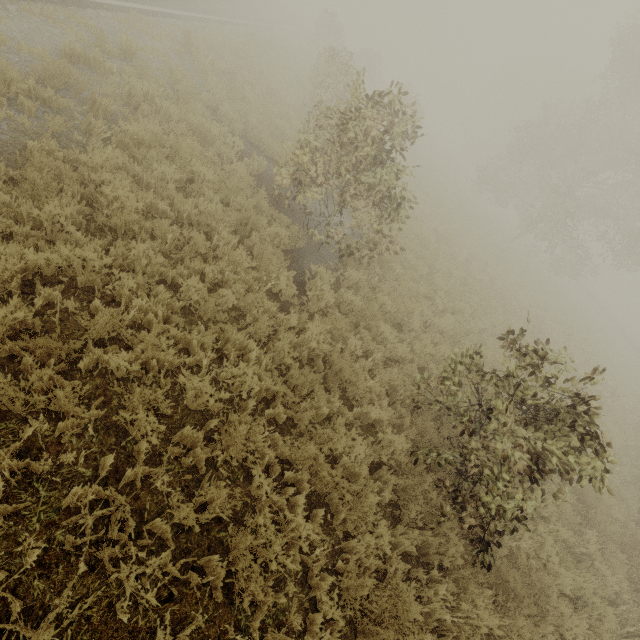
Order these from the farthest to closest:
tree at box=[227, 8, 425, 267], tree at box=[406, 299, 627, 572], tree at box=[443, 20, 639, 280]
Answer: Result:
tree at box=[443, 20, 639, 280]
tree at box=[227, 8, 425, 267]
tree at box=[406, 299, 627, 572]

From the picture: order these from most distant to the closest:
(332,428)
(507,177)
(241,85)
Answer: (507,177), (241,85), (332,428)

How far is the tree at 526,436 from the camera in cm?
418

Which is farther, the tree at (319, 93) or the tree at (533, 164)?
the tree at (533, 164)

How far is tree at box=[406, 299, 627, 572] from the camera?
4.2m

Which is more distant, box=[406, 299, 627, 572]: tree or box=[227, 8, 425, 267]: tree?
box=[227, 8, 425, 267]: tree
